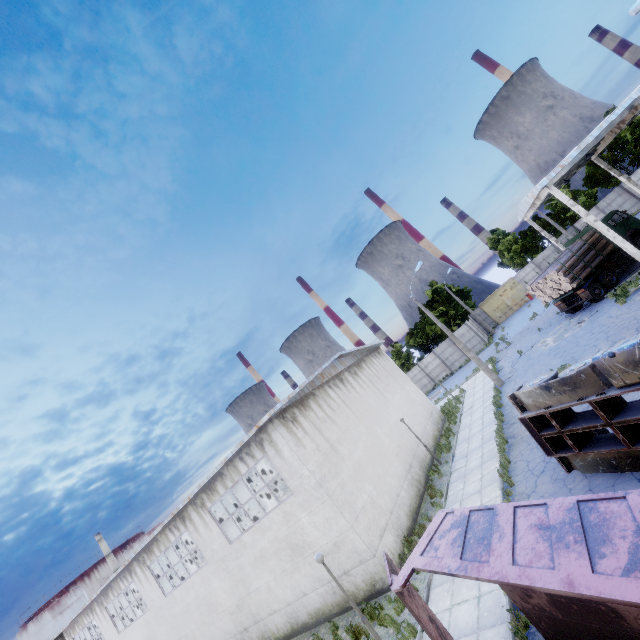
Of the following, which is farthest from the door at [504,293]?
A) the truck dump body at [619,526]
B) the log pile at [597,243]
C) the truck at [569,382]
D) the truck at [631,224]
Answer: the truck dump body at [619,526]

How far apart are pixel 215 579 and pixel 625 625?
18.17m

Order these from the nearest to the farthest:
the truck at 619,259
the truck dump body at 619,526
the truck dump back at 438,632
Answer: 1. the truck dump body at 619,526
2. the truck dump back at 438,632
3. the truck at 619,259

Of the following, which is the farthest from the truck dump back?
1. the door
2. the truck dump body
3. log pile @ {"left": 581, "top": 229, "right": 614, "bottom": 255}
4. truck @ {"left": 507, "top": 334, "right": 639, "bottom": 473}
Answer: the door

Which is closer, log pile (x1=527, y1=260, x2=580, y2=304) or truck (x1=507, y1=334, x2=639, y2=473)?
truck (x1=507, y1=334, x2=639, y2=473)

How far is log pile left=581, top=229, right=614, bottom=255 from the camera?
22.5m

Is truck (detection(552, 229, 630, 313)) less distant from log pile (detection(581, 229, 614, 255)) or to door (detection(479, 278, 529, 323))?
log pile (detection(581, 229, 614, 255))

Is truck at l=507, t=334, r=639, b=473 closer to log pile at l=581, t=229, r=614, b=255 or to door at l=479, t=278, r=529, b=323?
log pile at l=581, t=229, r=614, b=255
